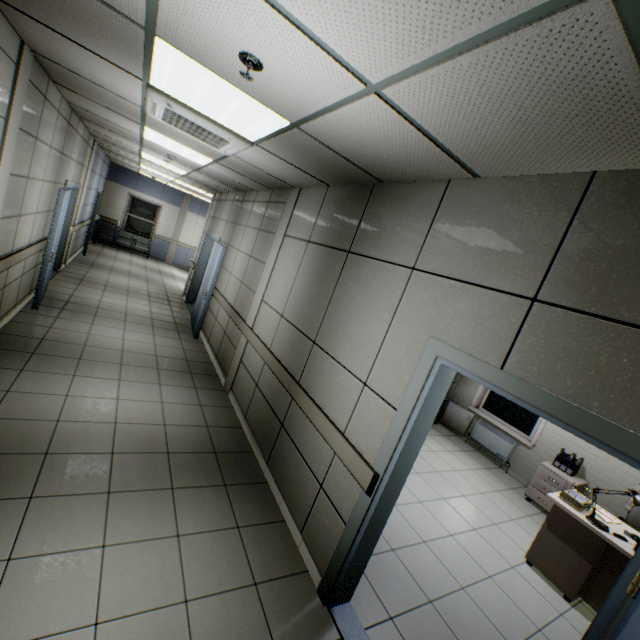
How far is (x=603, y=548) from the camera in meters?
3.3

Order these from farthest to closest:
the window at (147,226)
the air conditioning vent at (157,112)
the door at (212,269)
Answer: the window at (147,226) < the door at (212,269) < the air conditioning vent at (157,112)

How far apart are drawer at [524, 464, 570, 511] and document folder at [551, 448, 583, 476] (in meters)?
0.23

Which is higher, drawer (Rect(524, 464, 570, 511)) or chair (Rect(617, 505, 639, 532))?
chair (Rect(617, 505, 639, 532))

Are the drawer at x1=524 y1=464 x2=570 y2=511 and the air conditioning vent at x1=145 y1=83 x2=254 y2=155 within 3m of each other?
no

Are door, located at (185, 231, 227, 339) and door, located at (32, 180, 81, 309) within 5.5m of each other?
yes

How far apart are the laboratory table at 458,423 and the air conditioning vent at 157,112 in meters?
6.4

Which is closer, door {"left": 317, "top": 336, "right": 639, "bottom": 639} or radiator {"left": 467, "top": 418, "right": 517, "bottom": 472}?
door {"left": 317, "top": 336, "right": 639, "bottom": 639}
